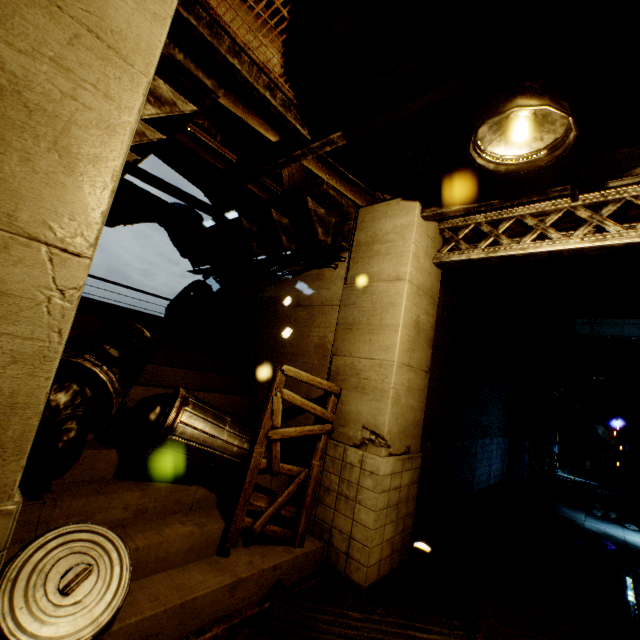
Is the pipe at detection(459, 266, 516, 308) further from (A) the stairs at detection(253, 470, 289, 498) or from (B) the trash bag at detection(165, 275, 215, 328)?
(B) the trash bag at detection(165, 275, 215, 328)

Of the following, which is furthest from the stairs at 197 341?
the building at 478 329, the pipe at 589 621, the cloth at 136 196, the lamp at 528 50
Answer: the pipe at 589 621

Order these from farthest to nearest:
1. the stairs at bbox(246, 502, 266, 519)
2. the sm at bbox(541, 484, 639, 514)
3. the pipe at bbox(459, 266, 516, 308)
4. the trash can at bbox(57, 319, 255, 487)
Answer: the sm at bbox(541, 484, 639, 514)
the pipe at bbox(459, 266, 516, 308)
the stairs at bbox(246, 502, 266, 519)
the trash can at bbox(57, 319, 255, 487)

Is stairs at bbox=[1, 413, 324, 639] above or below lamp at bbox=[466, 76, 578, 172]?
below

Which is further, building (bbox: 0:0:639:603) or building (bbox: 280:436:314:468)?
building (bbox: 280:436:314:468)

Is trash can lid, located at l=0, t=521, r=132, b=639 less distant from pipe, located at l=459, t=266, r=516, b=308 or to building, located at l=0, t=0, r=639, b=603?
building, located at l=0, t=0, r=639, b=603

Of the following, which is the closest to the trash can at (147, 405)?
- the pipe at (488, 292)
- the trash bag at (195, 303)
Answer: the trash bag at (195, 303)

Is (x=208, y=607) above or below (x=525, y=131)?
below
